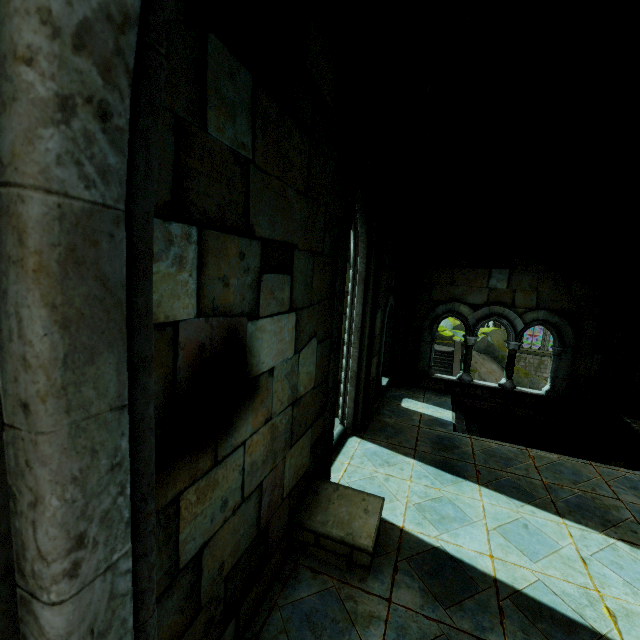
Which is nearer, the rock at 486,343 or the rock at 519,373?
the rock at 519,373

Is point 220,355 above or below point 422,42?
below

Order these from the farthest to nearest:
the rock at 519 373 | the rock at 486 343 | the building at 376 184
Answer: the rock at 486 343
the rock at 519 373
the building at 376 184

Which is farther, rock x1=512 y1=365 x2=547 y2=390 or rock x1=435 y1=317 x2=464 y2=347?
rock x1=435 y1=317 x2=464 y2=347

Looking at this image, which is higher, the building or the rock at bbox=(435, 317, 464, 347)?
the building

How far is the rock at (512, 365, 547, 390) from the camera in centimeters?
2802cm

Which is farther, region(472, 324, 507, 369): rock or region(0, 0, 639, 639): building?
region(472, 324, 507, 369): rock
